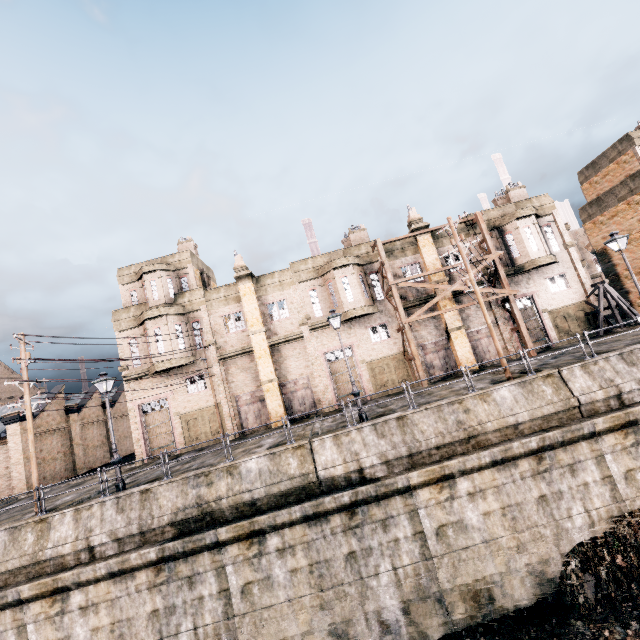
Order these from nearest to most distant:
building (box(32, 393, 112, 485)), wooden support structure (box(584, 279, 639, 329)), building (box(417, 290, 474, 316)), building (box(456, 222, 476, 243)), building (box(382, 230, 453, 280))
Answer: wooden support structure (box(584, 279, 639, 329)) → building (box(417, 290, 474, 316)) → building (box(382, 230, 453, 280)) → building (box(456, 222, 476, 243)) → building (box(32, 393, 112, 485))

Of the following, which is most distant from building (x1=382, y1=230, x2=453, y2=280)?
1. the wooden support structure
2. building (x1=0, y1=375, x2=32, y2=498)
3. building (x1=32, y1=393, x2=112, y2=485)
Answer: building (x1=0, y1=375, x2=32, y2=498)

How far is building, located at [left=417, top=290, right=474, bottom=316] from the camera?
25.80m

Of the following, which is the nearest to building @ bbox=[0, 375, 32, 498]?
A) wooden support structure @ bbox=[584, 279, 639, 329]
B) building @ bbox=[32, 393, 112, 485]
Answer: building @ bbox=[32, 393, 112, 485]

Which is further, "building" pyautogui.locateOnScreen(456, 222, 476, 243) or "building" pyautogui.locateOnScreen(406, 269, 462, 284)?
"building" pyautogui.locateOnScreen(456, 222, 476, 243)

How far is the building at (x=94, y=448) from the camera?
28.47m

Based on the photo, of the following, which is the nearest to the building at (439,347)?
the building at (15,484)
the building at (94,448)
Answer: the building at (94,448)

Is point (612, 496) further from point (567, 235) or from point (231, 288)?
point (231, 288)
